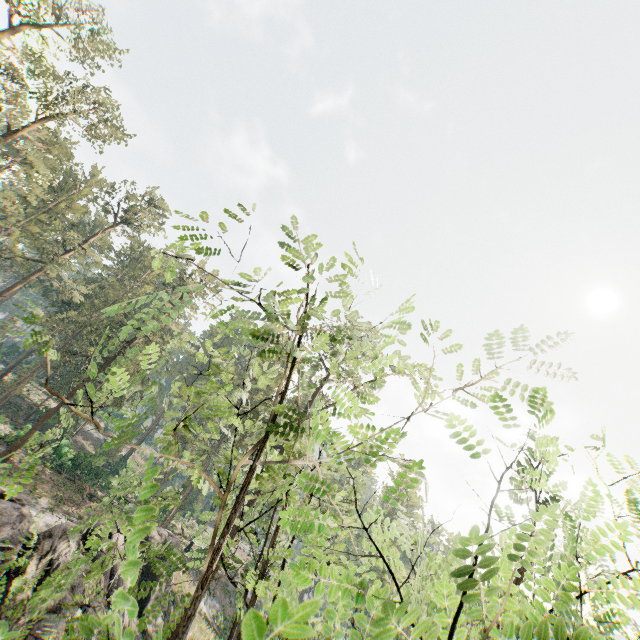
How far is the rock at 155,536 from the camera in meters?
28.4 m

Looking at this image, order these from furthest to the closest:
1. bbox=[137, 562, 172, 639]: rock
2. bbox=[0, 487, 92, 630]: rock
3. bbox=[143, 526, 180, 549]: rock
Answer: bbox=[143, 526, 180, 549]: rock < bbox=[137, 562, 172, 639]: rock < bbox=[0, 487, 92, 630]: rock

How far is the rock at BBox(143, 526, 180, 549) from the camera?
28.4 meters

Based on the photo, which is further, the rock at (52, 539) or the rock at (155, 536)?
the rock at (155, 536)

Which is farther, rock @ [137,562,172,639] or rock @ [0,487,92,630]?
rock @ [137,562,172,639]

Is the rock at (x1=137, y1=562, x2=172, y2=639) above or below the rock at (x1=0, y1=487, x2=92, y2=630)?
below

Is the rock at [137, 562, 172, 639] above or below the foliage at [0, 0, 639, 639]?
below

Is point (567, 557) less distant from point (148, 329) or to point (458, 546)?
point (458, 546)
